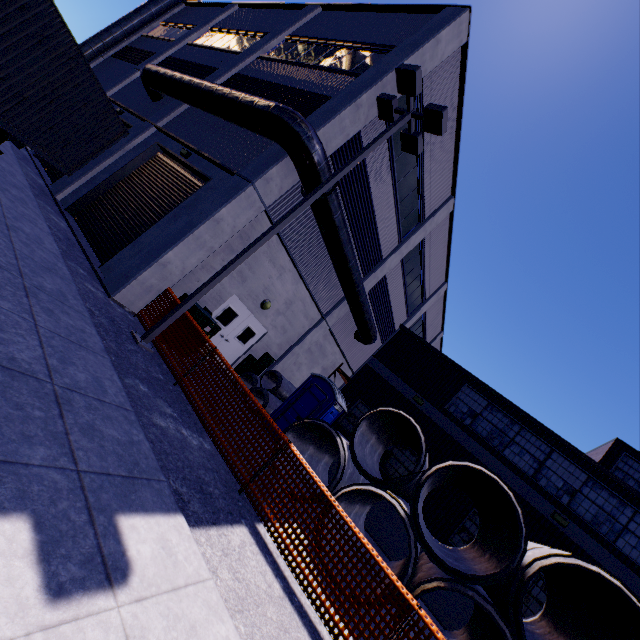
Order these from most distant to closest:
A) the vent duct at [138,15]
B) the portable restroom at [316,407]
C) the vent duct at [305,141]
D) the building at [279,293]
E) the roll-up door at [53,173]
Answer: the vent duct at [138,15], the roll-up door at [53,173], the portable restroom at [316,407], the building at [279,293], the vent duct at [305,141]

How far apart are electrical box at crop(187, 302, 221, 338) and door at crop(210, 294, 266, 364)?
1.6 meters

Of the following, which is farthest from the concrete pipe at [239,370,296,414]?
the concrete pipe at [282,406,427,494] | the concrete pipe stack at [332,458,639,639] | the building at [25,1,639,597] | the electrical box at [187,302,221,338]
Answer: the concrete pipe stack at [332,458,639,639]

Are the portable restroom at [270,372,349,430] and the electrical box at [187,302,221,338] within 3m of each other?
no

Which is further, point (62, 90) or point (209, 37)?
point (209, 37)

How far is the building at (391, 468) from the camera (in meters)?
13.27

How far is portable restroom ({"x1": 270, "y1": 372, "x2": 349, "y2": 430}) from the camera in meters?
11.5 m

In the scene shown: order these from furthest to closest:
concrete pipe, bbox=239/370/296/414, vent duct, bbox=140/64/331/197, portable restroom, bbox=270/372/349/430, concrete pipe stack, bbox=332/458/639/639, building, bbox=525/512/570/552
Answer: concrete pipe, bbox=239/370/296/414
portable restroom, bbox=270/372/349/430
building, bbox=525/512/570/552
vent duct, bbox=140/64/331/197
concrete pipe stack, bbox=332/458/639/639
